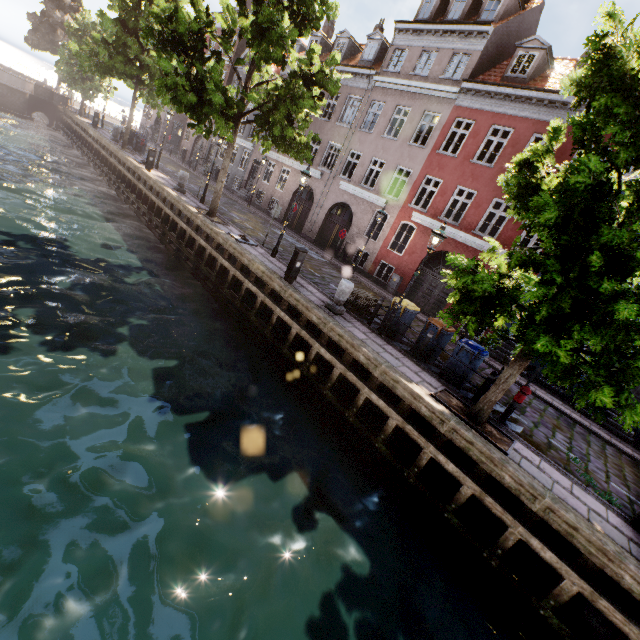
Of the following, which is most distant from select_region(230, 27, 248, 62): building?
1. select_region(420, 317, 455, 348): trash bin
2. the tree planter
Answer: the tree planter

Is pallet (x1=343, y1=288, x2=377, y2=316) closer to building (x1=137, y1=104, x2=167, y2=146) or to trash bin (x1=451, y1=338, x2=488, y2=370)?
trash bin (x1=451, y1=338, x2=488, y2=370)

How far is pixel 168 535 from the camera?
5.0m

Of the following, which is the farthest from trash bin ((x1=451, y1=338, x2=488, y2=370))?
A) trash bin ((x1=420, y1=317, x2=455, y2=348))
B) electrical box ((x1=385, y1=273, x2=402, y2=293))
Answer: electrical box ((x1=385, y1=273, x2=402, y2=293))

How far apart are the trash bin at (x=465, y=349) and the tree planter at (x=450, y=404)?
1.0 meters

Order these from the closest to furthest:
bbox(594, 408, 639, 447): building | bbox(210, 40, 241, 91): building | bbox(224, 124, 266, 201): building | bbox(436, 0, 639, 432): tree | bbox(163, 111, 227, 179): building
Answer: bbox(436, 0, 639, 432): tree
bbox(594, 408, 639, 447): building
bbox(224, 124, 266, 201): building
bbox(210, 40, 241, 91): building
bbox(163, 111, 227, 179): building

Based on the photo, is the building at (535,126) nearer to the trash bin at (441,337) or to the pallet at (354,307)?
the trash bin at (441,337)

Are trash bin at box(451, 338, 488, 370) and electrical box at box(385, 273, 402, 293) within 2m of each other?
no
